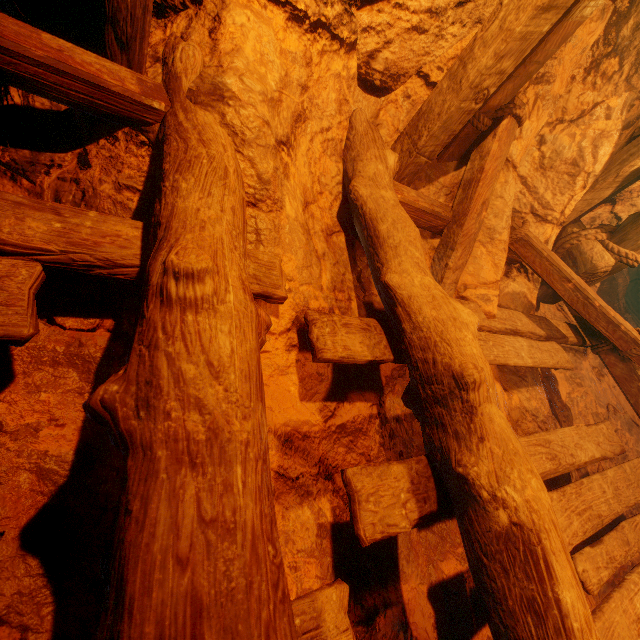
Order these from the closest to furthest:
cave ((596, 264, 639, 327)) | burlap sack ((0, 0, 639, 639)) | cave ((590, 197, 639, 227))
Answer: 1. burlap sack ((0, 0, 639, 639))
2. cave ((590, 197, 639, 227))
3. cave ((596, 264, 639, 327))

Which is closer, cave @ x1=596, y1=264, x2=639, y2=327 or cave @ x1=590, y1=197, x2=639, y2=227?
cave @ x1=590, y1=197, x2=639, y2=227

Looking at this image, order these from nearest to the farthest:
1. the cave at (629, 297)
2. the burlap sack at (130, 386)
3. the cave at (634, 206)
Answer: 1. the burlap sack at (130, 386)
2. the cave at (634, 206)
3. the cave at (629, 297)

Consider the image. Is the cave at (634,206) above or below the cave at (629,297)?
above

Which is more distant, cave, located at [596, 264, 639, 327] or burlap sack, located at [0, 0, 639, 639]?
cave, located at [596, 264, 639, 327]

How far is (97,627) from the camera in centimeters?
57cm

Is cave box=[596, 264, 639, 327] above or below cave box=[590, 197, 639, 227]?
below
